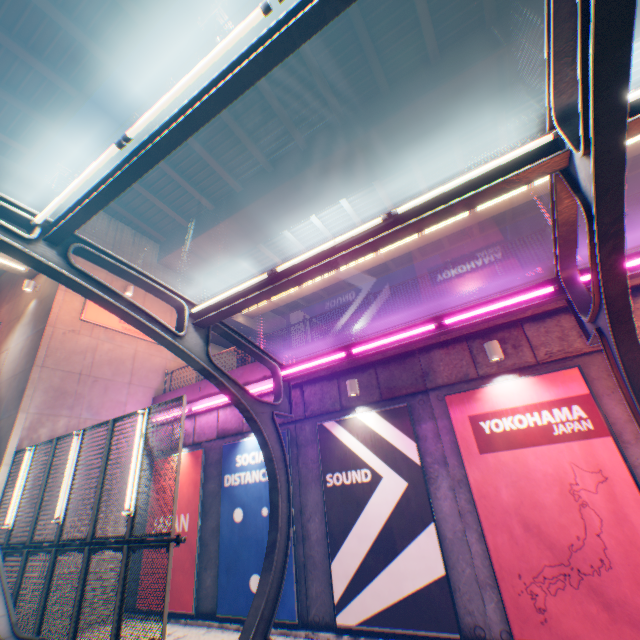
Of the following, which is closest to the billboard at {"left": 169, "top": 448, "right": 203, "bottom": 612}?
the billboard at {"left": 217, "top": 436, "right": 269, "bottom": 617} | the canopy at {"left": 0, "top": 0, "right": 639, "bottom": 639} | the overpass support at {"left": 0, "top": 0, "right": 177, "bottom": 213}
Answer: the billboard at {"left": 217, "top": 436, "right": 269, "bottom": 617}

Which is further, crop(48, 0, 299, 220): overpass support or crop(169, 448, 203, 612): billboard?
crop(48, 0, 299, 220): overpass support

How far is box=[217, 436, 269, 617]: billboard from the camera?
8.4 meters

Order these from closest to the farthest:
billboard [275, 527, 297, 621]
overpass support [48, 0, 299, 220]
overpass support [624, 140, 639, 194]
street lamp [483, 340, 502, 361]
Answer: street lamp [483, 340, 502, 361], billboard [275, 527, 297, 621], overpass support [48, 0, 299, 220], overpass support [624, 140, 639, 194]

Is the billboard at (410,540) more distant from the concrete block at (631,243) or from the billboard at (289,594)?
the concrete block at (631,243)

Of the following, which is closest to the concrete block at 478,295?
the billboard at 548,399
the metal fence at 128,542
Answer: the metal fence at 128,542

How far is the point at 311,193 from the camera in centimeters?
1341cm

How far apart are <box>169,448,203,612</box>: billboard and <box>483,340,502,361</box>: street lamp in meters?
9.3
